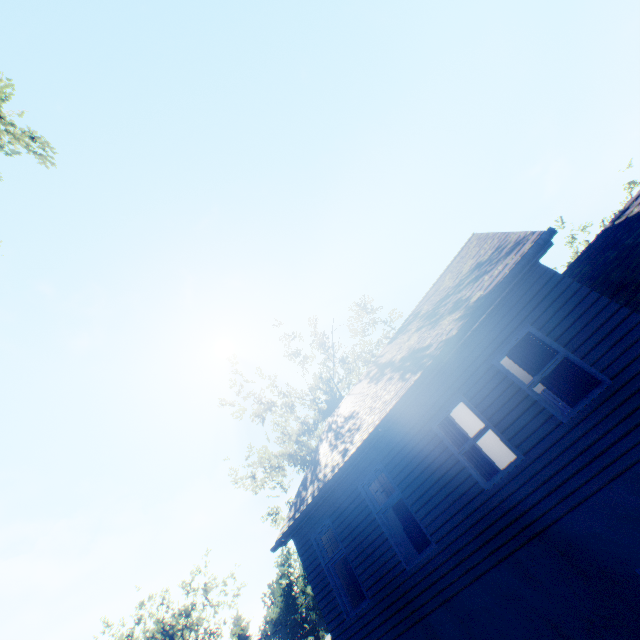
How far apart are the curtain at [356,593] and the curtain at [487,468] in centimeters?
437cm

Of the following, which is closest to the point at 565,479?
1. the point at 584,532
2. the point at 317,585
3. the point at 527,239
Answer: the point at 584,532

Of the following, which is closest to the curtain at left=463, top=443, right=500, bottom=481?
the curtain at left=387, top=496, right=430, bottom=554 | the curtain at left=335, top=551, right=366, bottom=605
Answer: the curtain at left=387, top=496, right=430, bottom=554

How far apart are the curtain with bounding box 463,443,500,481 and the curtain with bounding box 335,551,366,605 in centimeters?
437cm

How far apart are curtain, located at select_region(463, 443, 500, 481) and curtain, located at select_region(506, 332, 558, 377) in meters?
1.9

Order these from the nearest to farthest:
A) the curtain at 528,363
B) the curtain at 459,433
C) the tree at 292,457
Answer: the curtain at 528,363, the curtain at 459,433, the tree at 292,457

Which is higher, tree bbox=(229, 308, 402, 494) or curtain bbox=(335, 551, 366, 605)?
tree bbox=(229, 308, 402, 494)

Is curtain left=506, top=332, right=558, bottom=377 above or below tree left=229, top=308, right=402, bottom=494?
below
